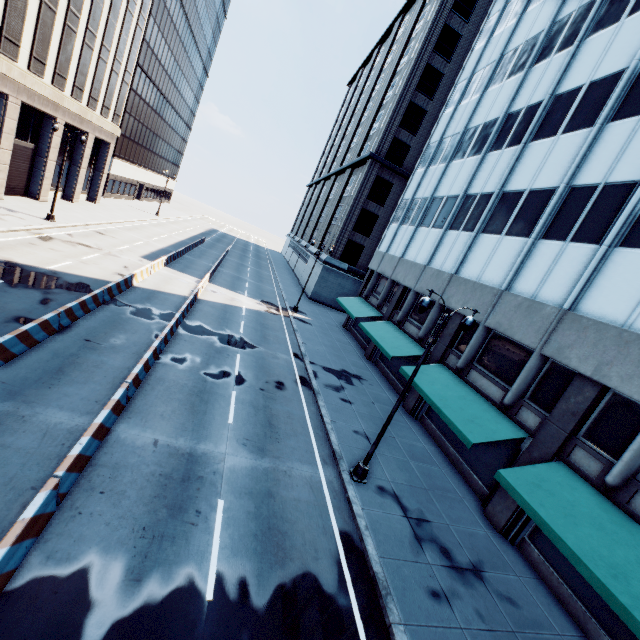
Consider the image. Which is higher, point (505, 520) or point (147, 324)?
point (505, 520)

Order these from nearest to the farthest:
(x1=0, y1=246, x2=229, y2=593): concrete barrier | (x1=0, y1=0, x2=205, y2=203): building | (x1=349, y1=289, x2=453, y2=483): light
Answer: (x1=0, y1=246, x2=229, y2=593): concrete barrier
(x1=349, y1=289, x2=453, y2=483): light
(x1=0, y1=0, x2=205, y2=203): building

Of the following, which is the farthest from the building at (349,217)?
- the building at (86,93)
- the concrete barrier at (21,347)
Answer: the building at (86,93)

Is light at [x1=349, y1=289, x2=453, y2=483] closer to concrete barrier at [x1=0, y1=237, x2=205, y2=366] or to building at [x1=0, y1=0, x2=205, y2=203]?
concrete barrier at [x1=0, y1=237, x2=205, y2=366]

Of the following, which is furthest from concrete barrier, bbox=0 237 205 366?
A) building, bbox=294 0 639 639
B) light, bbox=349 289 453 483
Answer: building, bbox=294 0 639 639

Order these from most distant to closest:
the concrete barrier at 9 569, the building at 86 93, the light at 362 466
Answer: the building at 86 93
the light at 362 466
the concrete barrier at 9 569
